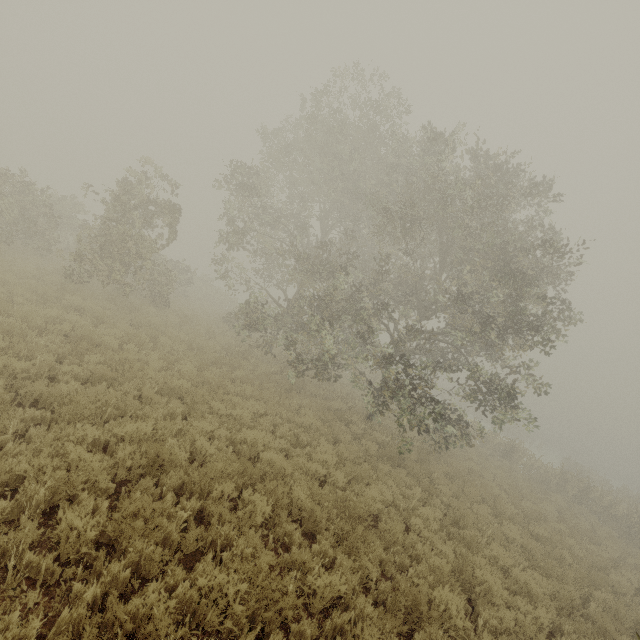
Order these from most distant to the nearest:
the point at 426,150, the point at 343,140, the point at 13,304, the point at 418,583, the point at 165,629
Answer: the point at 343,140, the point at 426,150, the point at 13,304, the point at 418,583, the point at 165,629
